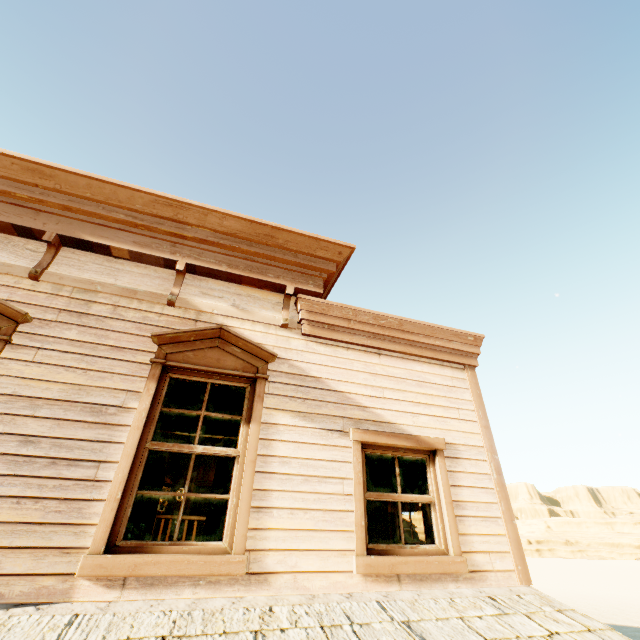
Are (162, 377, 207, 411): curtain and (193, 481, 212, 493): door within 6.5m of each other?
no

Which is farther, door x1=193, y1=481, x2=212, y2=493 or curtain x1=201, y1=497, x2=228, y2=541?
door x1=193, y1=481, x2=212, y2=493

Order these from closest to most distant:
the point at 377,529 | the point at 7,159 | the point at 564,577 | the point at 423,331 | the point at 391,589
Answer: the point at 391,589 < the point at 7,159 < the point at 423,331 < the point at 377,529 < the point at 564,577

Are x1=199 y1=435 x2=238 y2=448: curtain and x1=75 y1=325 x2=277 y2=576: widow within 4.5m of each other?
yes

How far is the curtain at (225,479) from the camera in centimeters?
326cm

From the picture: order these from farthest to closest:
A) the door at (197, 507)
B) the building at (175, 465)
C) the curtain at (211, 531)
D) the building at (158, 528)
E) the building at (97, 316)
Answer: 1. the building at (175, 465)
2. the door at (197, 507)
3. the building at (158, 528)
4. the curtain at (211, 531)
5. the building at (97, 316)

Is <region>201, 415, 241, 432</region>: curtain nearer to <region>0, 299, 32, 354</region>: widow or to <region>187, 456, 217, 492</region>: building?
<region>187, 456, 217, 492</region>: building

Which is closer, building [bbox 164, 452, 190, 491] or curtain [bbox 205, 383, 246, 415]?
curtain [bbox 205, 383, 246, 415]
